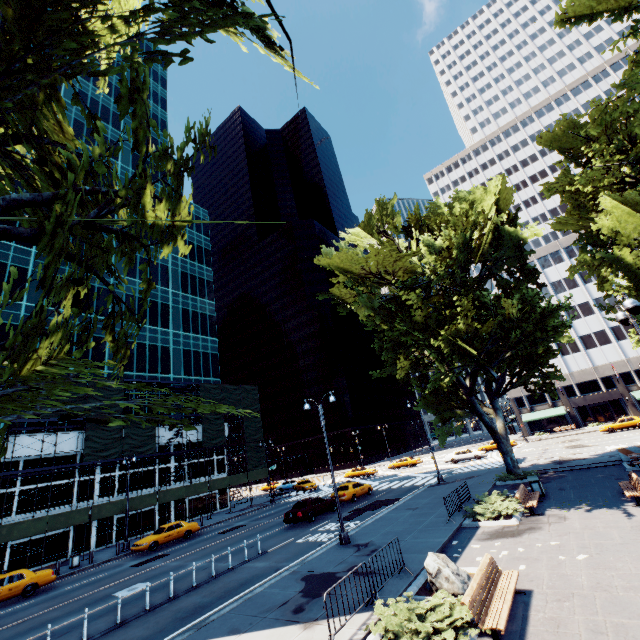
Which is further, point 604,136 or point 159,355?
point 159,355

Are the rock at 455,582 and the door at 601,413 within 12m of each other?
no

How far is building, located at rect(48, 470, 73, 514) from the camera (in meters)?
29.38

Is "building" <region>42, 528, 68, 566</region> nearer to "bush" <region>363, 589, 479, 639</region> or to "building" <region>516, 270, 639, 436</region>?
"bush" <region>363, 589, 479, 639</region>

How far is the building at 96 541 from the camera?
30.7m

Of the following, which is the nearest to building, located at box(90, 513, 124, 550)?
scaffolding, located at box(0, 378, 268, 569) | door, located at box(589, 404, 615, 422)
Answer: scaffolding, located at box(0, 378, 268, 569)

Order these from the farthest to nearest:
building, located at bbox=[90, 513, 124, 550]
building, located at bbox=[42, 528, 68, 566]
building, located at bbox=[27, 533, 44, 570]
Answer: building, located at bbox=[90, 513, 124, 550]
building, located at bbox=[42, 528, 68, 566]
building, located at bbox=[27, 533, 44, 570]

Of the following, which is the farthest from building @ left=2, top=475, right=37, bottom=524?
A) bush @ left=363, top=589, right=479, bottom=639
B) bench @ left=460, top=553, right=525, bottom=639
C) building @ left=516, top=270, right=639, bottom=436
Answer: building @ left=516, top=270, right=639, bottom=436
